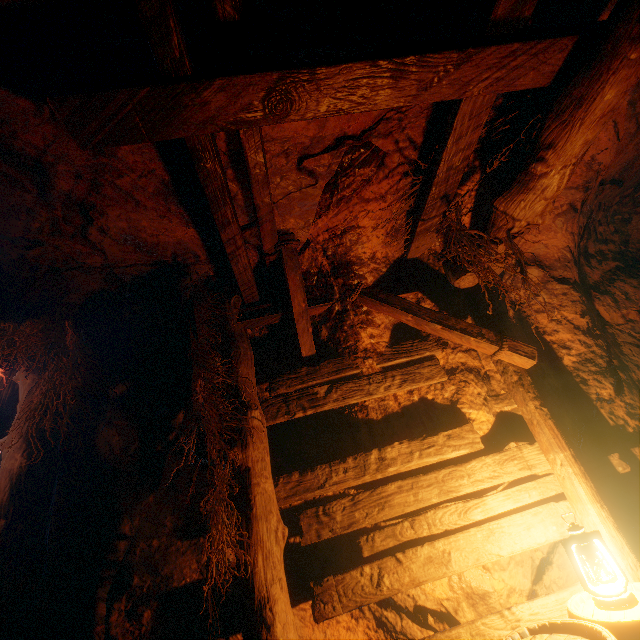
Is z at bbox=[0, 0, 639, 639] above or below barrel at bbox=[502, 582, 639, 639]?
above

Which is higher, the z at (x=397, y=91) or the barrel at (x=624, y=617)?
the z at (x=397, y=91)

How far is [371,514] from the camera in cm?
273

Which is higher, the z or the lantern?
the z

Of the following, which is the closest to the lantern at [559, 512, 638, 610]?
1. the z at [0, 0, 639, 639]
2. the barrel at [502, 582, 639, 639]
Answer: the barrel at [502, 582, 639, 639]

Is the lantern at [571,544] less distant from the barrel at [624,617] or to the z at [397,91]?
the barrel at [624,617]

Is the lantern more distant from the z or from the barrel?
the z
